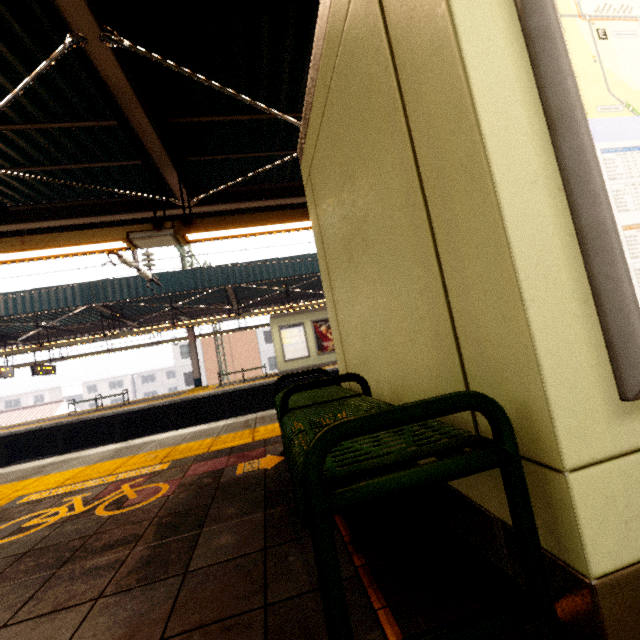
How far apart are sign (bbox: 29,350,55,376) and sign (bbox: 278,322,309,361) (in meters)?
11.80

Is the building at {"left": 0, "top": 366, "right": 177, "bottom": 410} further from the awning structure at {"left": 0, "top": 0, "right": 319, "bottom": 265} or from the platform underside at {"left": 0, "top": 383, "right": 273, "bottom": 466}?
the awning structure at {"left": 0, "top": 0, "right": 319, "bottom": 265}

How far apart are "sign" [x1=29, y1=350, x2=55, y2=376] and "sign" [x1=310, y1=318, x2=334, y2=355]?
13.43m

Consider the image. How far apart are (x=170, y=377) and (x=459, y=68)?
64.1 meters

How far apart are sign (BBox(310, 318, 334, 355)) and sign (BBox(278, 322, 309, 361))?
0.3m

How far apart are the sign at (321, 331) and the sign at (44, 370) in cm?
1343

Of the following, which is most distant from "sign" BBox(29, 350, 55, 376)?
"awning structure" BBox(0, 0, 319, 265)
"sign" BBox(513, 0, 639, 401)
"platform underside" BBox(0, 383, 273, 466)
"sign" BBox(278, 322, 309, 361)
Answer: "sign" BBox(513, 0, 639, 401)

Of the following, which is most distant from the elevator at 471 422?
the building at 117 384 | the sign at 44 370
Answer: the building at 117 384
